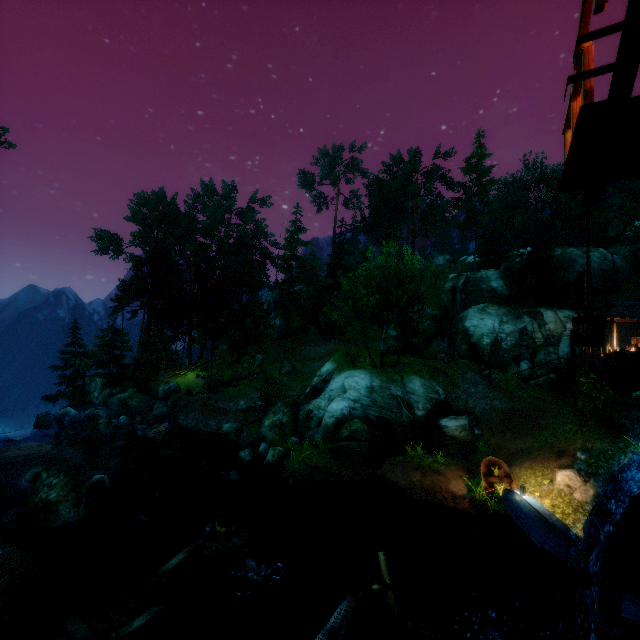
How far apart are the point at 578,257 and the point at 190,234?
45.7m

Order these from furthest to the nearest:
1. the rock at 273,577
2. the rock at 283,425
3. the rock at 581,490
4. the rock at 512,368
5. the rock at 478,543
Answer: the rock at 512,368, the rock at 283,425, the rock at 581,490, the rock at 478,543, the rock at 273,577

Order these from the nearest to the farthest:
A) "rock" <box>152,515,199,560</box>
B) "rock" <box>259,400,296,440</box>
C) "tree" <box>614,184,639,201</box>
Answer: "rock" <box>152,515,199,560</box>
"rock" <box>259,400,296,440</box>
"tree" <box>614,184,639,201</box>

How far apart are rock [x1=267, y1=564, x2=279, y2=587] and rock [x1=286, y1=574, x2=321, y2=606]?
0.4 meters

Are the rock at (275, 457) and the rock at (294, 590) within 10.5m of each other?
yes

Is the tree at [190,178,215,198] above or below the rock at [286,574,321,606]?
above

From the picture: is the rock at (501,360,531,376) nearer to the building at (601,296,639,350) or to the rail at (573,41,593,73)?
the building at (601,296,639,350)
